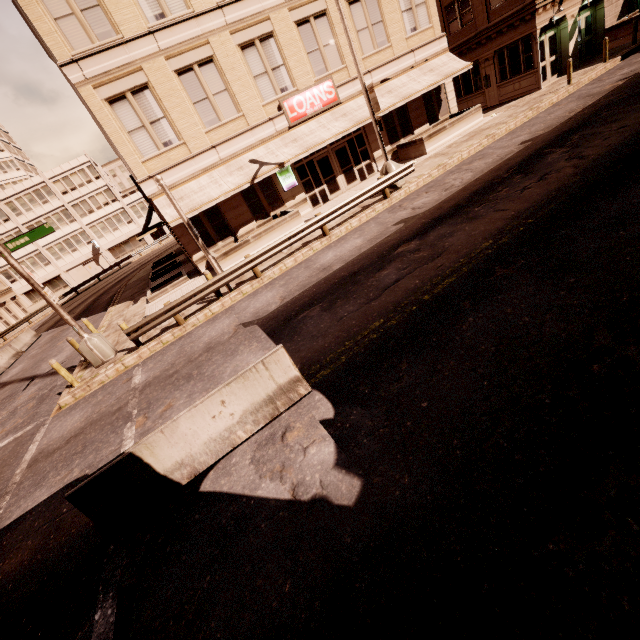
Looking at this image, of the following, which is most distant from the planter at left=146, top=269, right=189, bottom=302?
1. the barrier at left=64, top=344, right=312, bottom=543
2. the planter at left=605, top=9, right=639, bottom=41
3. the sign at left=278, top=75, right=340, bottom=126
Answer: the planter at left=605, top=9, right=639, bottom=41

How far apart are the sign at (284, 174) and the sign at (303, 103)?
1.8m

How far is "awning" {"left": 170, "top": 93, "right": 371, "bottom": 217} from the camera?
16.14m

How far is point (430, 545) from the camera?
3.3m

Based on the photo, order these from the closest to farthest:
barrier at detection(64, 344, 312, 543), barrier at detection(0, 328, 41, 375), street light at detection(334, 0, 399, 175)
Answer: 1. barrier at detection(64, 344, 312, 543)
2. street light at detection(334, 0, 399, 175)
3. barrier at detection(0, 328, 41, 375)

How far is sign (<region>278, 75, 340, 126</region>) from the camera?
17.66m

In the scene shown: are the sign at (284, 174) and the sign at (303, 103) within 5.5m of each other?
yes

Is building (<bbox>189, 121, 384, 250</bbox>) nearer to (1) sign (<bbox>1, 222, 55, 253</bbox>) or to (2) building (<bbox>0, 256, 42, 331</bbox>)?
(1) sign (<bbox>1, 222, 55, 253</bbox>)
